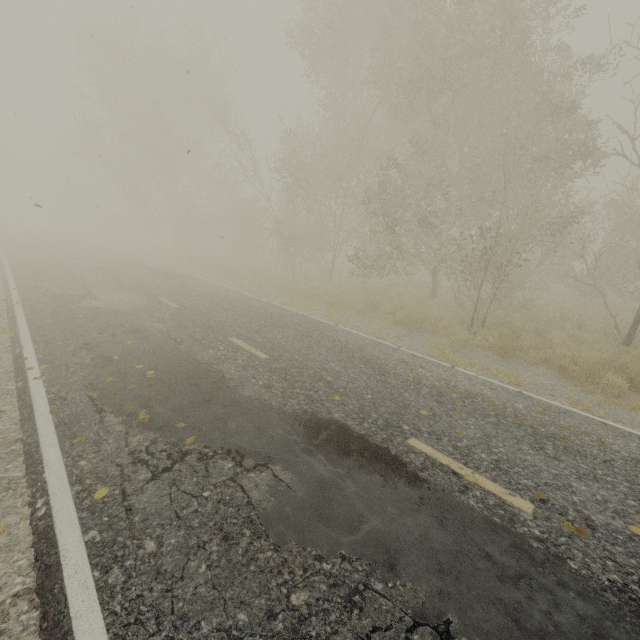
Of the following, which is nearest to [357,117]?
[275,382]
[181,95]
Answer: [275,382]
